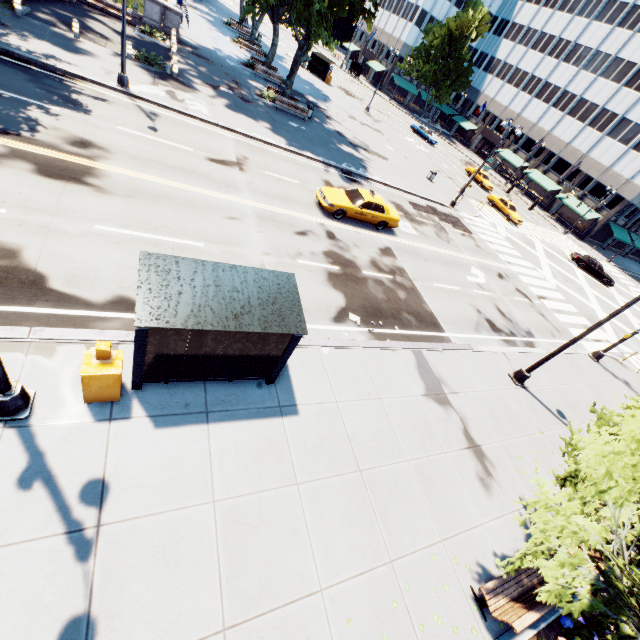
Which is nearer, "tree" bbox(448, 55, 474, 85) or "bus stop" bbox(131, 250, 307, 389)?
"bus stop" bbox(131, 250, 307, 389)

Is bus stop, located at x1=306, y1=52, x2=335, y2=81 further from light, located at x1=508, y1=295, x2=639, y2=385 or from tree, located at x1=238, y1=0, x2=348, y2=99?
light, located at x1=508, y1=295, x2=639, y2=385

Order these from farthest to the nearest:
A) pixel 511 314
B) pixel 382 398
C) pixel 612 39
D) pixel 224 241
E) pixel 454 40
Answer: pixel 454 40
pixel 612 39
pixel 511 314
pixel 224 241
pixel 382 398

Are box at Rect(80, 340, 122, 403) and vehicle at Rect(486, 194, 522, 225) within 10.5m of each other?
no

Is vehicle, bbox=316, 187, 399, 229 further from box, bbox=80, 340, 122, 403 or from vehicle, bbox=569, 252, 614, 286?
vehicle, bbox=569, 252, 614, 286

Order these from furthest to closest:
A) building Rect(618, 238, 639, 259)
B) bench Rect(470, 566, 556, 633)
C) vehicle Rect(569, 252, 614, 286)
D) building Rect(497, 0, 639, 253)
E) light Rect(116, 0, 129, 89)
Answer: building Rect(618, 238, 639, 259), building Rect(497, 0, 639, 253), vehicle Rect(569, 252, 614, 286), light Rect(116, 0, 129, 89), bench Rect(470, 566, 556, 633)

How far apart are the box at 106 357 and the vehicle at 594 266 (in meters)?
43.88

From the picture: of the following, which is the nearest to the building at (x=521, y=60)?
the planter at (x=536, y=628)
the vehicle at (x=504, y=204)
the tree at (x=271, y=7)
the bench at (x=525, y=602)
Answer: the tree at (x=271, y=7)
